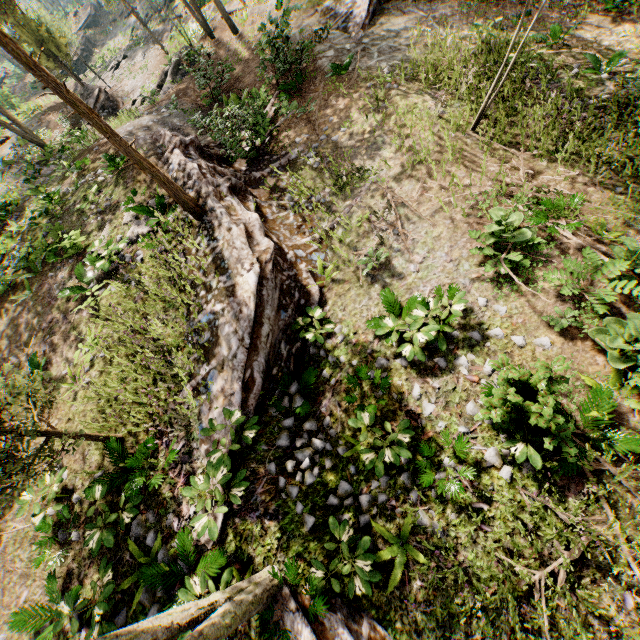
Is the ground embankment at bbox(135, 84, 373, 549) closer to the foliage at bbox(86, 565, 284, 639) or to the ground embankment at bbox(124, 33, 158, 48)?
the foliage at bbox(86, 565, 284, 639)

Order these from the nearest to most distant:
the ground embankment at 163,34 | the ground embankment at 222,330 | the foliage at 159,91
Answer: the ground embankment at 222,330 → the foliage at 159,91 → the ground embankment at 163,34

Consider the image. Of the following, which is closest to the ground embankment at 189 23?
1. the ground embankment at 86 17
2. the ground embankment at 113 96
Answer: the ground embankment at 86 17

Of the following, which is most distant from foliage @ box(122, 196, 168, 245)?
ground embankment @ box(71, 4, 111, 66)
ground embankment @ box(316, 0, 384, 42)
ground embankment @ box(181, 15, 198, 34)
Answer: ground embankment @ box(71, 4, 111, 66)

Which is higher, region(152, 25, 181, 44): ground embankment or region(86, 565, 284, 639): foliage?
region(86, 565, 284, 639): foliage

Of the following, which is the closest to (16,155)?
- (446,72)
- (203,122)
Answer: (203,122)

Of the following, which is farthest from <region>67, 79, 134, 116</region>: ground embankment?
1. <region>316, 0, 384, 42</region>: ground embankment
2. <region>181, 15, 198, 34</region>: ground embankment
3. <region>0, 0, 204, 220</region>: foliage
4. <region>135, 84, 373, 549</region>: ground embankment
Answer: <region>316, 0, 384, 42</region>: ground embankment

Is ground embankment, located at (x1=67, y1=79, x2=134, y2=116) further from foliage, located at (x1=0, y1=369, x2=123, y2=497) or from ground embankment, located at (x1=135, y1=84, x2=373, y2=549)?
ground embankment, located at (x1=135, y1=84, x2=373, y2=549)
